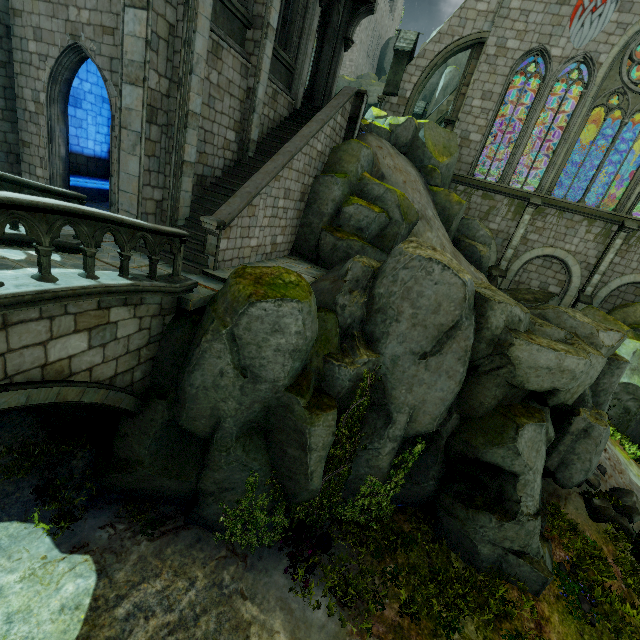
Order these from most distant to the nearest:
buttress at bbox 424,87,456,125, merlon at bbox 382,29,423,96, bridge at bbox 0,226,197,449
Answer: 1. buttress at bbox 424,87,456,125
2. merlon at bbox 382,29,423,96
3. bridge at bbox 0,226,197,449

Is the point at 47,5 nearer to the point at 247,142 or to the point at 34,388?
the point at 247,142

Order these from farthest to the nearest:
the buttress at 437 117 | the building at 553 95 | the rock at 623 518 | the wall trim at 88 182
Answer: the buttress at 437 117, the building at 553 95, the wall trim at 88 182, the rock at 623 518

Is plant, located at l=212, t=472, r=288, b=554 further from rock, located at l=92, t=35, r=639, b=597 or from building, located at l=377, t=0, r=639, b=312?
building, located at l=377, t=0, r=639, b=312

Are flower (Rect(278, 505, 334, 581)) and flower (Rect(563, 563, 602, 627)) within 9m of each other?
yes

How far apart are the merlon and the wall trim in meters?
16.3

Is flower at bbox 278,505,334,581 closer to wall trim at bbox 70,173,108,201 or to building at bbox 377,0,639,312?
building at bbox 377,0,639,312

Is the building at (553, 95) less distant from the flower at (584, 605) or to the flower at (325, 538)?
the flower at (325, 538)
